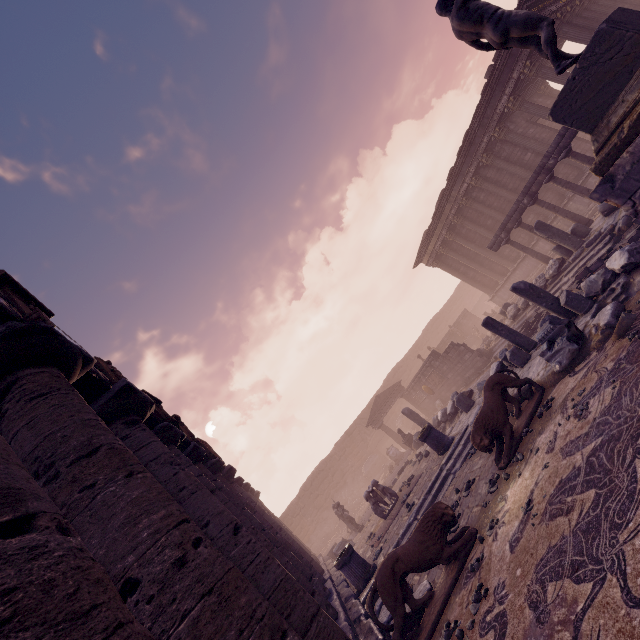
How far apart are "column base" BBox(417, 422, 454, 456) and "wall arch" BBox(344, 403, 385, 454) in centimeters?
2151cm

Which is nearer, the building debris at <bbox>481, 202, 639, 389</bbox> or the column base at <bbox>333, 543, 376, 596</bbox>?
the building debris at <bbox>481, 202, 639, 389</bbox>

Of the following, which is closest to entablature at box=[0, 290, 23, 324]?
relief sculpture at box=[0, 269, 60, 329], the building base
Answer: relief sculpture at box=[0, 269, 60, 329]

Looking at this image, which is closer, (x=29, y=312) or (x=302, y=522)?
(x=29, y=312)

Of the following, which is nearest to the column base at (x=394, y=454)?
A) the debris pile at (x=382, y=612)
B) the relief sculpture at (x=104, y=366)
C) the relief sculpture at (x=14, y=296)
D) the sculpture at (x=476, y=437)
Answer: the debris pile at (x=382, y=612)

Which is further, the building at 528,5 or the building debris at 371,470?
the building debris at 371,470

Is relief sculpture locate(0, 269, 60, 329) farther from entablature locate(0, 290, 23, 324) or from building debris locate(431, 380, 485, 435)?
building debris locate(431, 380, 485, 435)

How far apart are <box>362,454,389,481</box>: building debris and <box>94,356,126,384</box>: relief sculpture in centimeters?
2547cm
